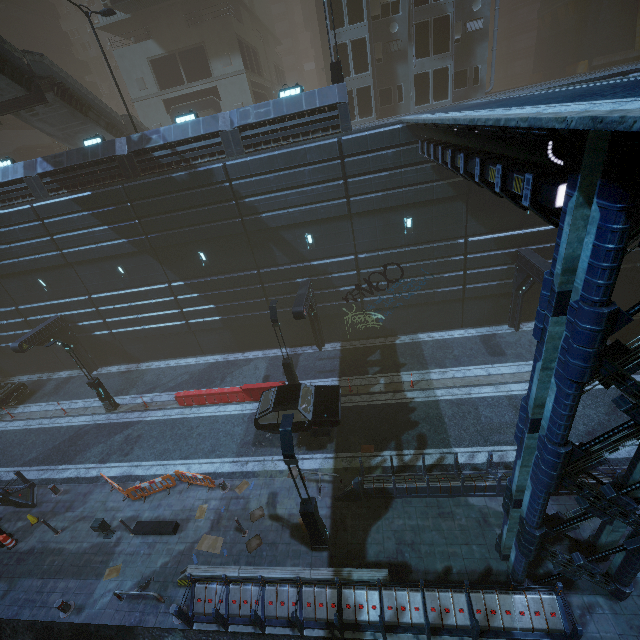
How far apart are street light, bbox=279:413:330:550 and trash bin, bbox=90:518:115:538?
8.4m

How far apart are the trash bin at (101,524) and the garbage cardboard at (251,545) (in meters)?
5.83

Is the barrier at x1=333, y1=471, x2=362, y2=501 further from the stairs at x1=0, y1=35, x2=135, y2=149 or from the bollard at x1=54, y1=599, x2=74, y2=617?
the stairs at x1=0, y1=35, x2=135, y2=149

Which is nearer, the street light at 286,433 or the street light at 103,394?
the street light at 286,433

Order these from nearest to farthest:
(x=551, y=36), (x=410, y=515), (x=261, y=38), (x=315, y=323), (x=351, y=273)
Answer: (x=410, y=515)
(x=351, y=273)
(x=315, y=323)
(x=551, y=36)
(x=261, y=38)

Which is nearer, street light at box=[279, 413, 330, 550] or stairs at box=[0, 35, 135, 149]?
street light at box=[279, 413, 330, 550]

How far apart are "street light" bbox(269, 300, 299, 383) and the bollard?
11.22m

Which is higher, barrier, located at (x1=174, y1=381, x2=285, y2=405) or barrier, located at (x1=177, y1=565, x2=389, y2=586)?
barrier, located at (x1=177, y1=565, x2=389, y2=586)
